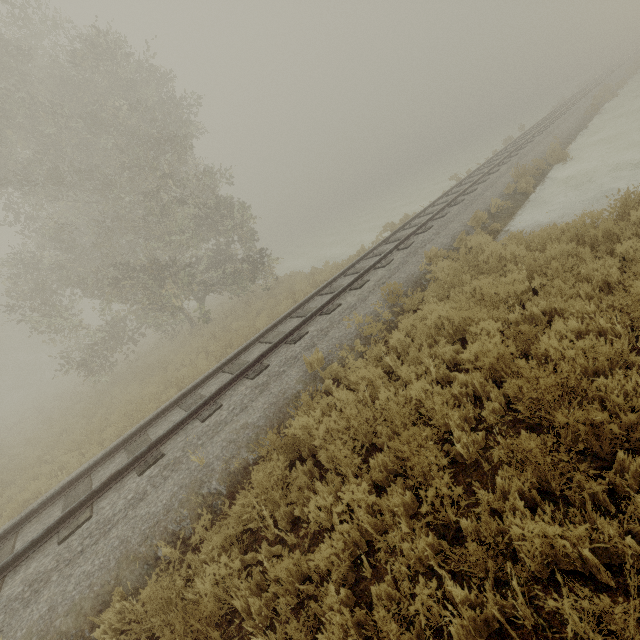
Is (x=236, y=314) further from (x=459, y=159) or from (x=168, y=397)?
(x=459, y=159)
